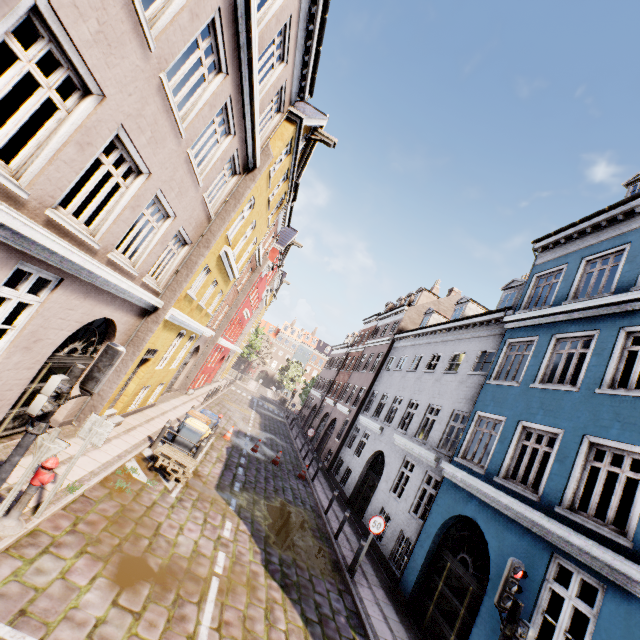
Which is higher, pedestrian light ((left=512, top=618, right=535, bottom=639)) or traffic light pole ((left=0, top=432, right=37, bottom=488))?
pedestrian light ((left=512, top=618, right=535, bottom=639))

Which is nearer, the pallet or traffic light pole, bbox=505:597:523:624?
traffic light pole, bbox=505:597:523:624

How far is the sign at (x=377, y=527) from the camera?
10.0m

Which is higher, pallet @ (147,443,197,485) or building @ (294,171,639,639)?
building @ (294,171,639,639)

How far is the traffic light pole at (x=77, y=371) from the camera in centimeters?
452cm

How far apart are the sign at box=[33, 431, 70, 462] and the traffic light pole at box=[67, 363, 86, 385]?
0.87m

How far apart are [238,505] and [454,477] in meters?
7.2 m

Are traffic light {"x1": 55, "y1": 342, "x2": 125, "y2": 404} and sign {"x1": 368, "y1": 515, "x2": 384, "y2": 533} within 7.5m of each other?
no
